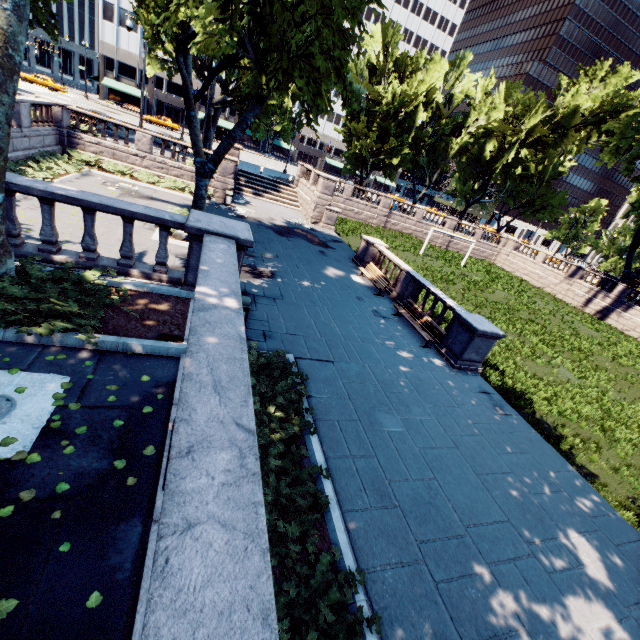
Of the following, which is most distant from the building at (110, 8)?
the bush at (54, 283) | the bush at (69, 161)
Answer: the bush at (54, 283)

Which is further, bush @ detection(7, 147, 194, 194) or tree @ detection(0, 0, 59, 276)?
bush @ detection(7, 147, 194, 194)

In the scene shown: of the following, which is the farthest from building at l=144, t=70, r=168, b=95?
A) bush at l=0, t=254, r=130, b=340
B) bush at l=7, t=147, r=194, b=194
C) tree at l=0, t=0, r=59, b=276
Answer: bush at l=0, t=254, r=130, b=340

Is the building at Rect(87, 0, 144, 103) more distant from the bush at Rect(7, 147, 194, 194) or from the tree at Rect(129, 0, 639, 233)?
the bush at Rect(7, 147, 194, 194)

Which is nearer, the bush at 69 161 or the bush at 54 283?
the bush at 54 283

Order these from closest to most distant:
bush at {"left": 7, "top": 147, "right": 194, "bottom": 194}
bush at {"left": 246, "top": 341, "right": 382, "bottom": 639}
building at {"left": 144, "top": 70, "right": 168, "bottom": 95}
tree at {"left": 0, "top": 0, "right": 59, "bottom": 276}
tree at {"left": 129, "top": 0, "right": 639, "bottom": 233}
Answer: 1. bush at {"left": 246, "top": 341, "right": 382, "bottom": 639}
2. tree at {"left": 0, "top": 0, "right": 59, "bottom": 276}
3. tree at {"left": 129, "top": 0, "right": 639, "bottom": 233}
4. bush at {"left": 7, "top": 147, "right": 194, "bottom": 194}
5. building at {"left": 144, "top": 70, "right": 168, "bottom": 95}

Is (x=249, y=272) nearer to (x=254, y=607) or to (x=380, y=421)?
(x=380, y=421)

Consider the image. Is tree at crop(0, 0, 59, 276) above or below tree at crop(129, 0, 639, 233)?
below
